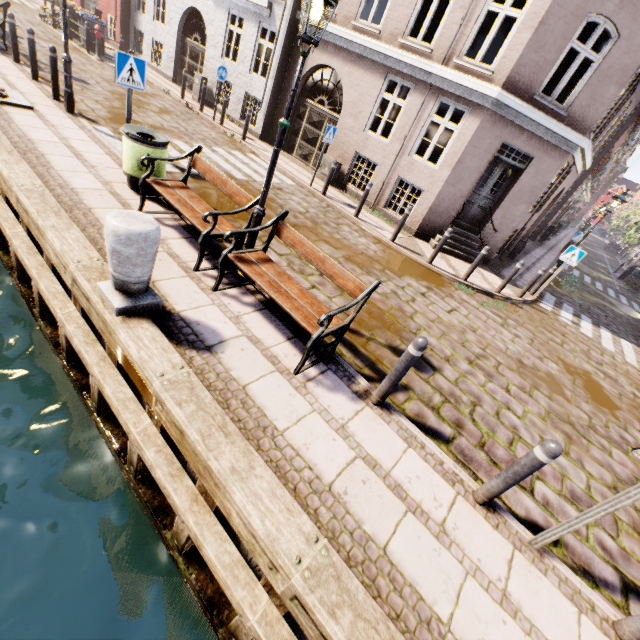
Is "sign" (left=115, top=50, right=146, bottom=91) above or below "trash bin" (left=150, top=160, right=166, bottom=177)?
above

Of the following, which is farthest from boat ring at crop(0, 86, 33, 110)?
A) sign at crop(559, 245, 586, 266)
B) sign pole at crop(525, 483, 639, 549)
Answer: sign at crop(559, 245, 586, 266)

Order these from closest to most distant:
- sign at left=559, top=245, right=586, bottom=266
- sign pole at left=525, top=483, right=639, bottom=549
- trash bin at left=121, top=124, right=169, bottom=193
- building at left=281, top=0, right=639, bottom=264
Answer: sign pole at left=525, top=483, right=639, bottom=549, trash bin at left=121, top=124, right=169, bottom=193, building at left=281, top=0, right=639, bottom=264, sign at left=559, top=245, right=586, bottom=266

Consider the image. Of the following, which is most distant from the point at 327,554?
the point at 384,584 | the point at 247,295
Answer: the point at 247,295

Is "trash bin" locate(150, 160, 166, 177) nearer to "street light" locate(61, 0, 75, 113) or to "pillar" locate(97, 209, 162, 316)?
"pillar" locate(97, 209, 162, 316)

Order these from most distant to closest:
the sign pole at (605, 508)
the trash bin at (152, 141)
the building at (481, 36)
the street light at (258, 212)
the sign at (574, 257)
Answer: the sign at (574, 257)
the building at (481, 36)
the trash bin at (152, 141)
the street light at (258, 212)
the sign pole at (605, 508)

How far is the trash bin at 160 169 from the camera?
5.74m

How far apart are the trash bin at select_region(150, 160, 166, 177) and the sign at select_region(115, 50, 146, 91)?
0.74m
